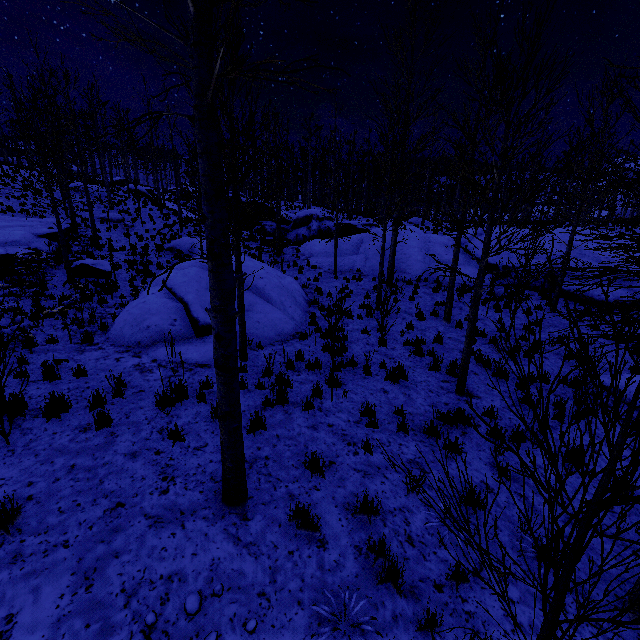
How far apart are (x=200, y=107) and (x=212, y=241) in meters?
1.1 m

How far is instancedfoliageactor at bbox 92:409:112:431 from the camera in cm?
531

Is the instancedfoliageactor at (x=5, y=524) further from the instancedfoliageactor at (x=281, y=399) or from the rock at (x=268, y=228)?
the rock at (x=268, y=228)

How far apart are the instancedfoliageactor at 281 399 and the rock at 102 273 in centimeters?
1120cm

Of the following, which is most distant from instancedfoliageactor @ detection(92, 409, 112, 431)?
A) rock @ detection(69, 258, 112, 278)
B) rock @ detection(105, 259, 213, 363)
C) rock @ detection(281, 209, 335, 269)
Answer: rock @ detection(281, 209, 335, 269)

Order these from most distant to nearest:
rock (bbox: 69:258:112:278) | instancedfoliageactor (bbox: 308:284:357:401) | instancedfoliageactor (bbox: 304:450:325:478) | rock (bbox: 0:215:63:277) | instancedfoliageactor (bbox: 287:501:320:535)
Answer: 1. rock (bbox: 69:258:112:278)
2. rock (bbox: 0:215:63:277)
3. instancedfoliageactor (bbox: 308:284:357:401)
4. instancedfoliageactor (bbox: 304:450:325:478)
5. instancedfoliageactor (bbox: 287:501:320:535)

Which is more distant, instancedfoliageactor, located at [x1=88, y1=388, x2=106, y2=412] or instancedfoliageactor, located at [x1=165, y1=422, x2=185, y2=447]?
instancedfoliageactor, located at [x1=88, y1=388, x2=106, y2=412]

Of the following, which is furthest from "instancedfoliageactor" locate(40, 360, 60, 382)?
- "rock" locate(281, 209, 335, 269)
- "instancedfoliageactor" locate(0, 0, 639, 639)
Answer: "rock" locate(281, 209, 335, 269)
